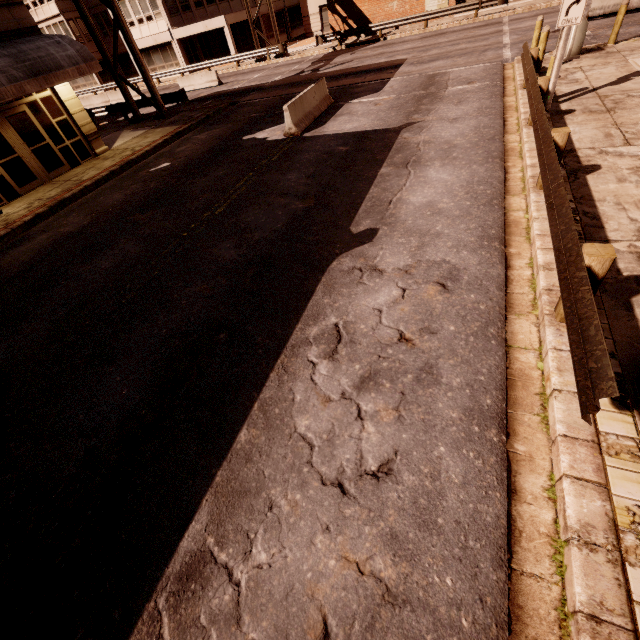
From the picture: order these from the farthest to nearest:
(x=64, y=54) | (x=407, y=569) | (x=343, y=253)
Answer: (x=64, y=54) → (x=343, y=253) → (x=407, y=569)

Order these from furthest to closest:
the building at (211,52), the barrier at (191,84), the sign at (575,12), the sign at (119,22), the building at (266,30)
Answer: the building at (266,30) → the building at (211,52) → the barrier at (191,84) → the sign at (119,22) → the sign at (575,12)

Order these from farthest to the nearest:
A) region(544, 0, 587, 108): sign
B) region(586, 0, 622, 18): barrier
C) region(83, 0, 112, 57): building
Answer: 1. region(83, 0, 112, 57): building
2. region(586, 0, 622, 18): barrier
3. region(544, 0, 587, 108): sign

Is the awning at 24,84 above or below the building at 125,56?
above

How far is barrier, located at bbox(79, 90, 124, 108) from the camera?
29.6 meters

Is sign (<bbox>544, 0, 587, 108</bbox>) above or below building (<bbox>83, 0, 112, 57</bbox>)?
below

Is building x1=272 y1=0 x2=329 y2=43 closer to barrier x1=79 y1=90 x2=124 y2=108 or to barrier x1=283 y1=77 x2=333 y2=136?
barrier x1=79 y1=90 x2=124 y2=108

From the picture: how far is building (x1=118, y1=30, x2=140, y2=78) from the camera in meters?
37.7 m
